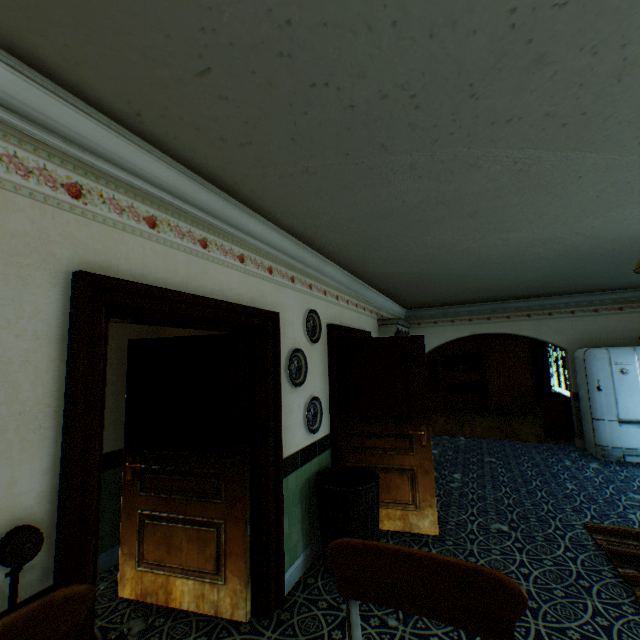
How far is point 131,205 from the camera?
1.8m

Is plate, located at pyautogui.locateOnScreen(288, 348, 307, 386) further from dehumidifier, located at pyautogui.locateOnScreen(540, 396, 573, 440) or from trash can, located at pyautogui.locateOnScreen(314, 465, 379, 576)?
dehumidifier, located at pyautogui.locateOnScreen(540, 396, 573, 440)

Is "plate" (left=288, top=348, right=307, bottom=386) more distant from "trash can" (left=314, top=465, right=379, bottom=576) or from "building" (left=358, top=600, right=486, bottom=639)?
"trash can" (left=314, top=465, right=379, bottom=576)

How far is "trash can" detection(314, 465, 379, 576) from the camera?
2.9m

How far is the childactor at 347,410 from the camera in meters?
3.7 m

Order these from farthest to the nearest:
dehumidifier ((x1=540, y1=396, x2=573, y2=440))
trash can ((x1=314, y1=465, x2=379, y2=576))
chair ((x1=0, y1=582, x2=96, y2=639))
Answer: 1. dehumidifier ((x1=540, y1=396, x2=573, y2=440))
2. trash can ((x1=314, y1=465, x2=379, y2=576))
3. chair ((x1=0, y1=582, x2=96, y2=639))

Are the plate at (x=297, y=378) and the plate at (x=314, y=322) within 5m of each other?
yes

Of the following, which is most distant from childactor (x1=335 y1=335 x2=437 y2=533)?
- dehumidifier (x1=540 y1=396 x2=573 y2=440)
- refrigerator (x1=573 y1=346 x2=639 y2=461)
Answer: dehumidifier (x1=540 y1=396 x2=573 y2=440)
